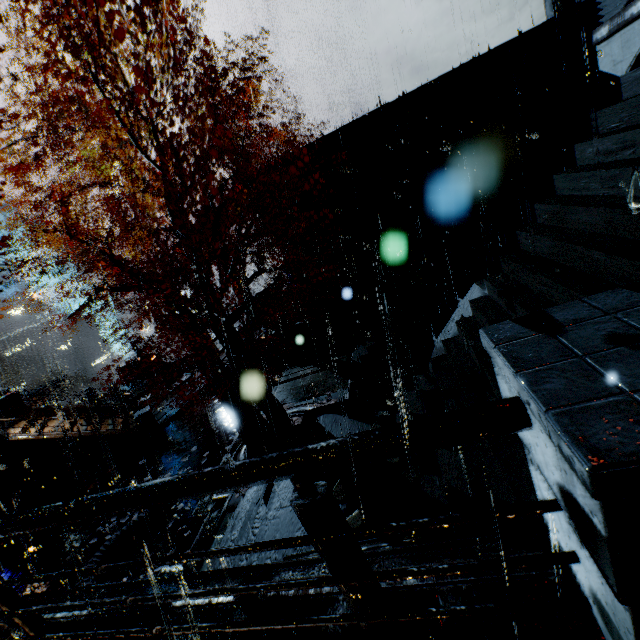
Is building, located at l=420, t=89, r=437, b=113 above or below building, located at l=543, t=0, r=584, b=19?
below

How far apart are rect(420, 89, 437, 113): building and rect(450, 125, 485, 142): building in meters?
0.4 m

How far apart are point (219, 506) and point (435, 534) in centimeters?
866cm

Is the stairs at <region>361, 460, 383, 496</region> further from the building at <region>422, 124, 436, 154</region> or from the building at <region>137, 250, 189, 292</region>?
the building at <region>422, 124, 436, 154</region>

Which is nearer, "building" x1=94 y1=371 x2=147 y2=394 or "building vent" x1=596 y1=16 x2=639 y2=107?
"building vent" x1=596 y1=16 x2=639 y2=107

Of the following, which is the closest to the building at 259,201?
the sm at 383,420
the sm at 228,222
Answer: the sm at 228,222

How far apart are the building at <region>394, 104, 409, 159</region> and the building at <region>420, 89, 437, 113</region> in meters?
0.4

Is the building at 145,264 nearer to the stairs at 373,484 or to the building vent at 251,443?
the stairs at 373,484
